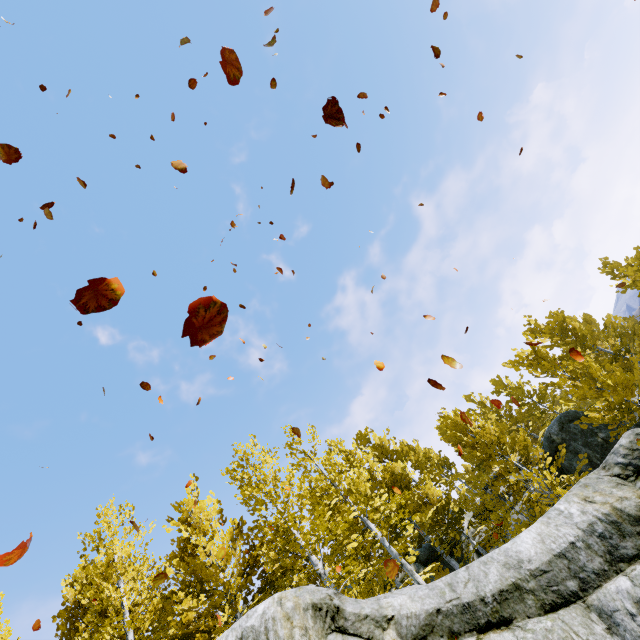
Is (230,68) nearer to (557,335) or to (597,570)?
(597,570)

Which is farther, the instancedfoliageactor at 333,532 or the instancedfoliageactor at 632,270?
the instancedfoliageactor at 632,270

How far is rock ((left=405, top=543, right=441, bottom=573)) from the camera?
16.81m

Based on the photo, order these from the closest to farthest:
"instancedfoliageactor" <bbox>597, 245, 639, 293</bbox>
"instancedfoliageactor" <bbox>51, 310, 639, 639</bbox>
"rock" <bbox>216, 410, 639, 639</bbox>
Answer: "rock" <bbox>216, 410, 639, 639</bbox>, "instancedfoliageactor" <bbox>51, 310, 639, 639</bbox>, "instancedfoliageactor" <bbox>597, 245, 639, 293</bbox>

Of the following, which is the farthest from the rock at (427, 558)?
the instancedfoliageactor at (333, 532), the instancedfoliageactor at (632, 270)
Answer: the instancedfoliageactor at (632, 270)

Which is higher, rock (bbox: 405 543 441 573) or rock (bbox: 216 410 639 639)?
rock (bbox: 405 543 441 573)

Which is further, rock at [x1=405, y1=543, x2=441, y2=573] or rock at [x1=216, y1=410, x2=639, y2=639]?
rock at [x1=405, y1=543, x2=441, y2=573]

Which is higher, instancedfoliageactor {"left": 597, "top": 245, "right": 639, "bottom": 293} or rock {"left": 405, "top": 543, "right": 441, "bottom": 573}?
rock {"left": 405, "top": 543, "right": 441, "bottom": 573}
